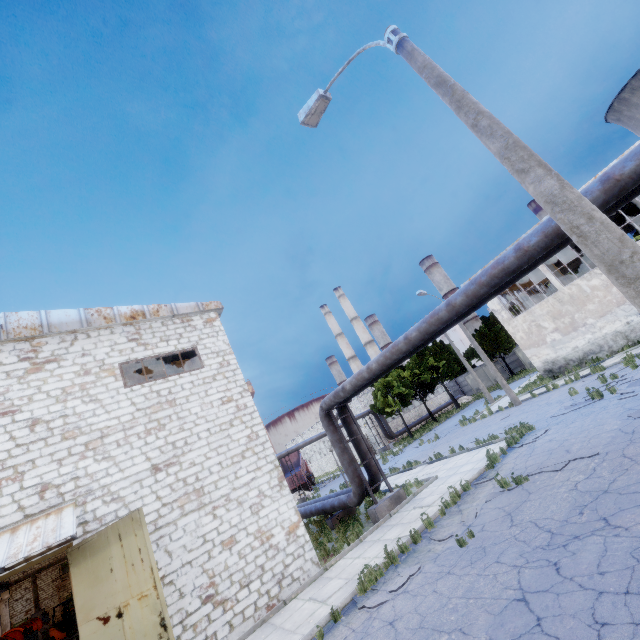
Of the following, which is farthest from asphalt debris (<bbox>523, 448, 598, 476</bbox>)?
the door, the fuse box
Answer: the fuse box

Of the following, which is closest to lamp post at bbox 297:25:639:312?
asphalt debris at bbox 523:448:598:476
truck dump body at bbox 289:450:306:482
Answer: asphalt debris at bbox 523:448:598:476

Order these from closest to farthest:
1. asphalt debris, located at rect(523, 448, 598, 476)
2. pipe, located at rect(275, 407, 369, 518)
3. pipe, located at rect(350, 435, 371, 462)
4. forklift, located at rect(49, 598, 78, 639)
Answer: asphalt debris, located at rect(523, 448, 598, 476) → pipe, located at rect(275, 407, 369, 518) → pipe, located at rect(350, 435, 371, 462) → forklift, located at rect(49, 598, 78, 639)

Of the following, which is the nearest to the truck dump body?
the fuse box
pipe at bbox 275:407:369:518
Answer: pipe at bbox 275:407:369:518

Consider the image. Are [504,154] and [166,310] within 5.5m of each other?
no

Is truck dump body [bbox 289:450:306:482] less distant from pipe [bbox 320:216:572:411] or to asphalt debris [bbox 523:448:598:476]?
pipe [bbox 320:216:572:411]

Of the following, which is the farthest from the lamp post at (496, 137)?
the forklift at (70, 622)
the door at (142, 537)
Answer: the forklift at (70, 622)

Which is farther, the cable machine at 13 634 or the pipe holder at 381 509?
the cable machine at 13 634
